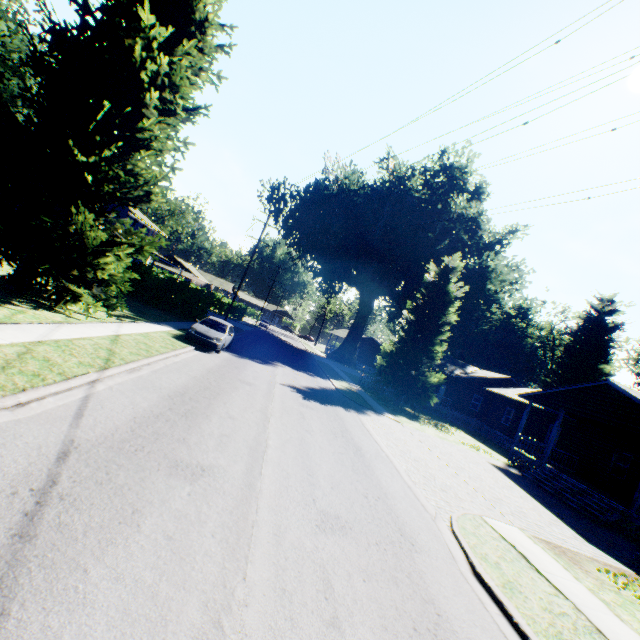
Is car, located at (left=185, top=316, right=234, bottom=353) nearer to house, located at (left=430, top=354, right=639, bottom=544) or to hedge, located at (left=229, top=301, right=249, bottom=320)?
house, located at (left=430, top=354, right=639, bottom=544)

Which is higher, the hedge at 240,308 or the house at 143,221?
the house at 143,221

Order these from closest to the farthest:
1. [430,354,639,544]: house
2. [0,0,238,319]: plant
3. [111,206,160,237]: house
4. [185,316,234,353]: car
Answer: [0,0,238,319]: plant, [430,354,639,544]: house, [185,316,234,353]: car, [111,206,160,237]: house

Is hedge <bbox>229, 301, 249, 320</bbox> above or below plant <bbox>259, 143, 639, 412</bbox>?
below

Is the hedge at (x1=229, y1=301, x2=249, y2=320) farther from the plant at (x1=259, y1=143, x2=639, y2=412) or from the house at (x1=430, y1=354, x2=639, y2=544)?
the house at (x1=430, y1=354, x2=639, y2=544)

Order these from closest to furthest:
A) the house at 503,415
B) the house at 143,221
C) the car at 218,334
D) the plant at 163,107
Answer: the plant at 163,107, the house at 503,415, the car at 218,334, the house at 143,221

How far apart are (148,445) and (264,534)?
2.7m

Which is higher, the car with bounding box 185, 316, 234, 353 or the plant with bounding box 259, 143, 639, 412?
the plant with bounding box 259, 143, 639, 412
